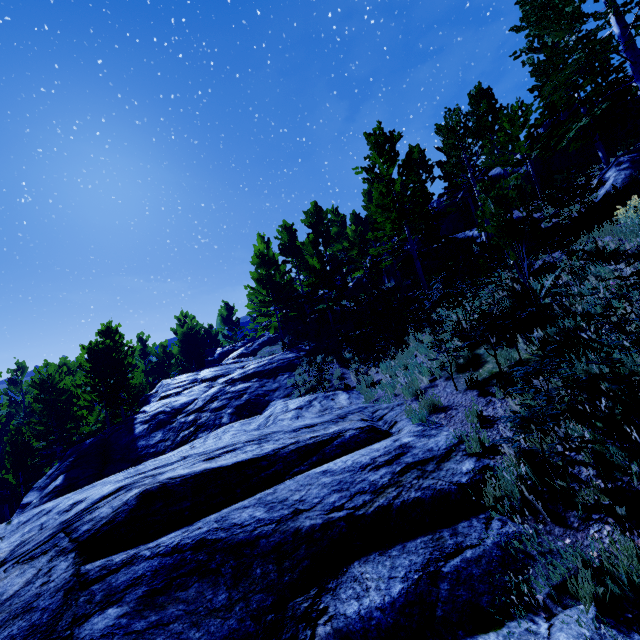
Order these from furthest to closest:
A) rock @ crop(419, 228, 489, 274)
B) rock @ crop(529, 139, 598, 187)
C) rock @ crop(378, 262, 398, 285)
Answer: rock @ crop(378, 262, 398, 285), rock @ crop(419, 228, 489, 274), rock @ crop(529, 139, 598, 187)

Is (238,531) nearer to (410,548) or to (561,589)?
(410,548)

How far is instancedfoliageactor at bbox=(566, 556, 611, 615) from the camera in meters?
2.3 m

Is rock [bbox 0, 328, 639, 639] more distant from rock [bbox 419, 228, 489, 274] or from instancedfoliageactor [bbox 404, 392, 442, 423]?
rock [bbox 419, 228, 489, 274]

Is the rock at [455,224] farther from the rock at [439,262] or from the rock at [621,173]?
the rock at [621,173]

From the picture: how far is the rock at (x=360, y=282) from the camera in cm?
2934

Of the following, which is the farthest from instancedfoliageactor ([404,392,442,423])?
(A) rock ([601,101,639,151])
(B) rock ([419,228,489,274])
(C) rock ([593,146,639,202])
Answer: (C) rock ([593,146,639,202])

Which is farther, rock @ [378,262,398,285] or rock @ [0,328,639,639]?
rock @ [378,262,398,285]
